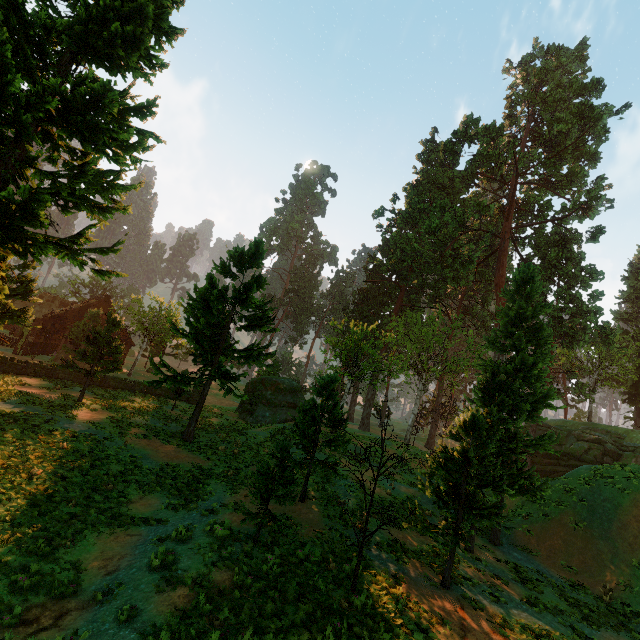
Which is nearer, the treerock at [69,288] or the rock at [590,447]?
the rock at [590,447]

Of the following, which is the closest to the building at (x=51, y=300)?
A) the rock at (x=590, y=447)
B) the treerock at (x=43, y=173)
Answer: the treerock at (x=43, y=173)

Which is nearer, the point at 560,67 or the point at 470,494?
the point at 470,494

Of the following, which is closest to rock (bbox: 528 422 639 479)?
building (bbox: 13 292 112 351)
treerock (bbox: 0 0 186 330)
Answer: treerock (bbox: 0 0 186 330)

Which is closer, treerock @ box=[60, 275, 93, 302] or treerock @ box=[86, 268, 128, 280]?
treerock @ box=[86, 268, 128, 280]

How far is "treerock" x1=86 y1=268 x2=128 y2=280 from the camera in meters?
11.7 m

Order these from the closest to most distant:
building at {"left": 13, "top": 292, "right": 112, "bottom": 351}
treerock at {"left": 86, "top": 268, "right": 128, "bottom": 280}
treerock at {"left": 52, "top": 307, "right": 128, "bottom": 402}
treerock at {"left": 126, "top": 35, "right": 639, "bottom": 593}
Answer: treerock at {"left": 86, "top": 268, "right": 128, "bottom": 280} < treerock at {"left": 126, "top": 35, "right": 639, "bottom": 593} < treerock at {"left": 52, "top": 307, "right": 128, "bottom": 402} < building at {"left": 13, "top": 292, "right": 112, "bottom": 351}
